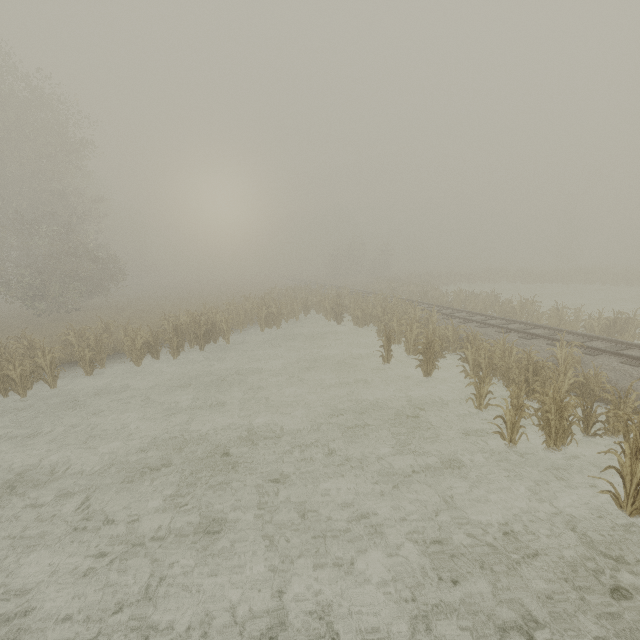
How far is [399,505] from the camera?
6.2m
